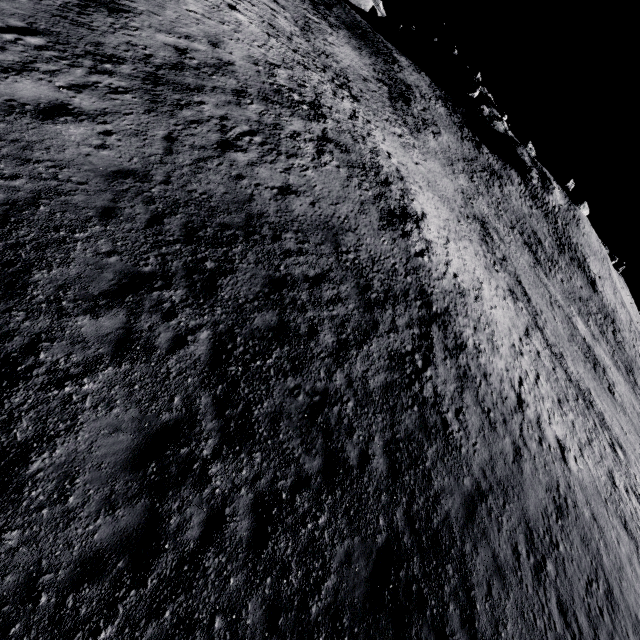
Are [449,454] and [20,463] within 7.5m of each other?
no
